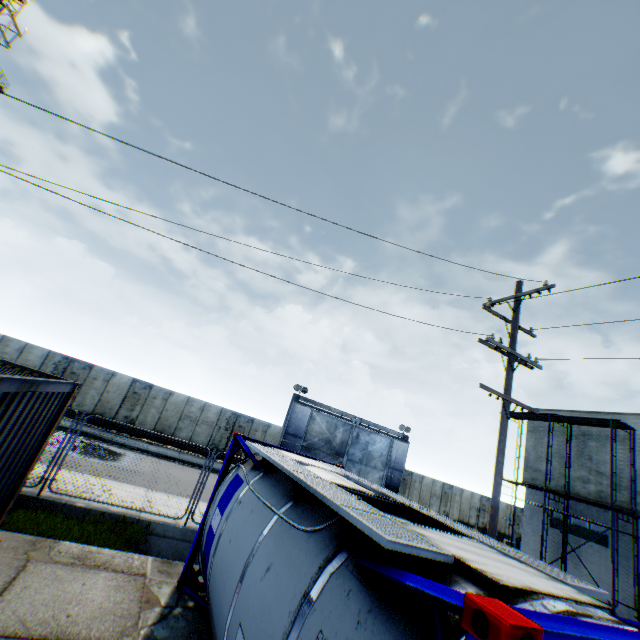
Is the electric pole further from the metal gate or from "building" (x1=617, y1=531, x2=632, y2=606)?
the metal gate

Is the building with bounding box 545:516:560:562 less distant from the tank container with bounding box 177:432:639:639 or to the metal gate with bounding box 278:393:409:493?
the metal gate with bounding box 278:393:409:493

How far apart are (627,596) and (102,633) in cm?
2276

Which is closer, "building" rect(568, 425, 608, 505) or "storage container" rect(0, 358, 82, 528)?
"storage container" rect(0, 358, 82, 528)

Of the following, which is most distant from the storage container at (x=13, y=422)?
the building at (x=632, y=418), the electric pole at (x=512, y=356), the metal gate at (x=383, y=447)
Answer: the building at (x=632, y=418)

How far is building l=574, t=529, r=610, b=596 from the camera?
16.36m

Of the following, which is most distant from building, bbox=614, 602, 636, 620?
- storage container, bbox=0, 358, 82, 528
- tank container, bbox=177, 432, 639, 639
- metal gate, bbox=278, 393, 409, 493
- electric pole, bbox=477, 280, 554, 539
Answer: storage container, bbox=0, 358, 82, 528

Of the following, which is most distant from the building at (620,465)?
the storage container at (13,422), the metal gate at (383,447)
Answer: the storage container at (13,422)
